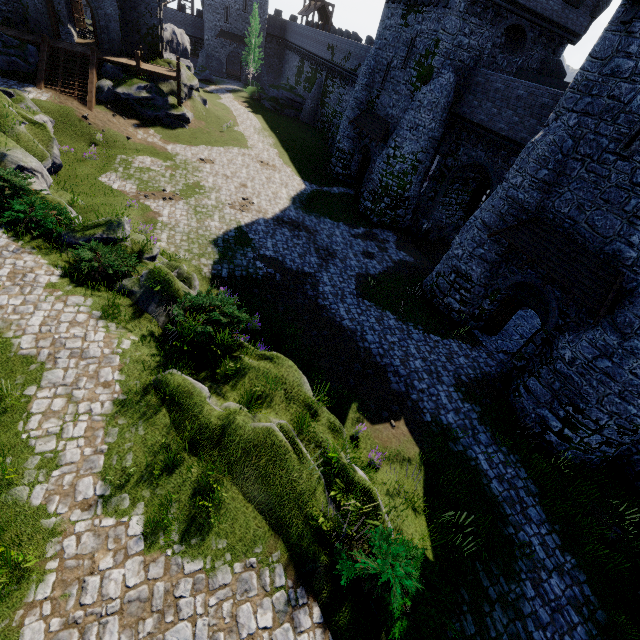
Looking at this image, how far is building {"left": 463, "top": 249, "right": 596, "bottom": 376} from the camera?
13.6 meters

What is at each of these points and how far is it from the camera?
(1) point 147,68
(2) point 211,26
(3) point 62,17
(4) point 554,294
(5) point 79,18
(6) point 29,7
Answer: (1) walkway, 27.0 meters
(2) building, 52.9 meters
(3) building, 30.1 meters
(4) building, 14.1 meters
(5) double door, 32.1 meters
(6) building, 24.0 meters

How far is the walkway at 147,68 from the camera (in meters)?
26.06

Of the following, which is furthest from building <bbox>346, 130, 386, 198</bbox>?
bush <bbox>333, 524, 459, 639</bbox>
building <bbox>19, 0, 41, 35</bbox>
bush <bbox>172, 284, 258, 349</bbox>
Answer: building <bbox>19, 0, 41, 35</bbox>

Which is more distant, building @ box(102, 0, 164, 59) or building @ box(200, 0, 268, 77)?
building @ box(200, 0, 268, 77)

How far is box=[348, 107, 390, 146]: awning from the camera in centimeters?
2469cm

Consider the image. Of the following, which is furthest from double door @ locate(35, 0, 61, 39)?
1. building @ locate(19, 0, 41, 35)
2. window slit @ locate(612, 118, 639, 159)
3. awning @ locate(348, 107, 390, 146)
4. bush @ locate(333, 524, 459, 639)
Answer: bush @ locate(333, 524, 459, 639)

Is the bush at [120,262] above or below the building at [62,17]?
below
